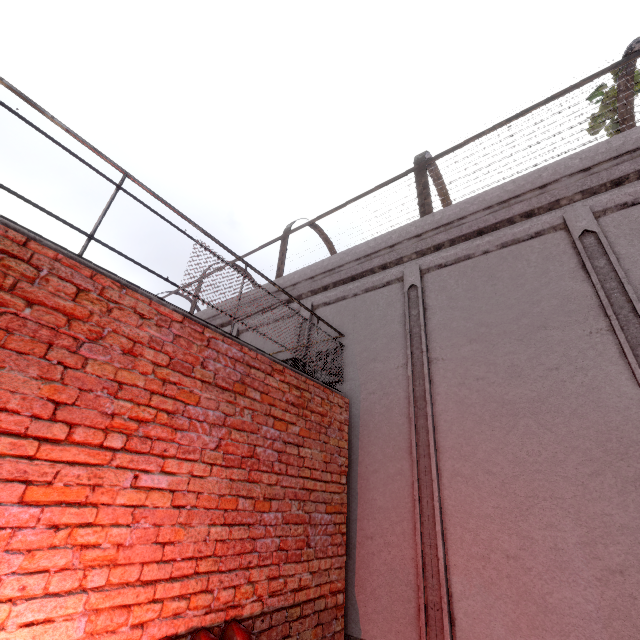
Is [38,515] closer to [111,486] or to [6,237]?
[111,486]
